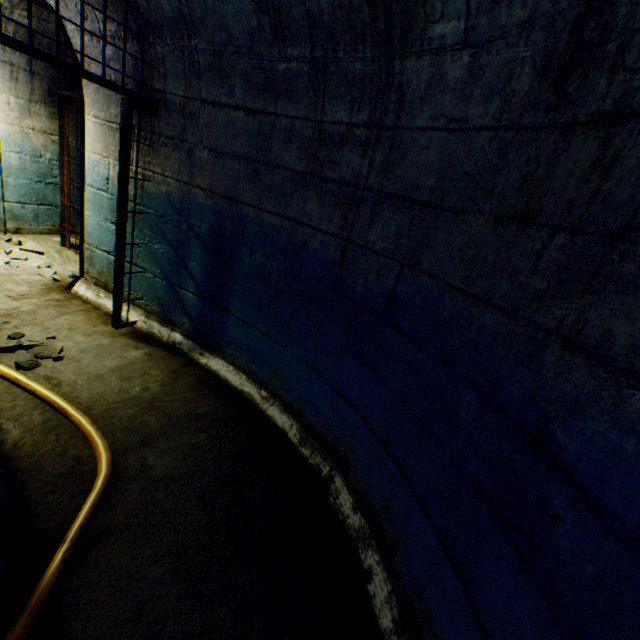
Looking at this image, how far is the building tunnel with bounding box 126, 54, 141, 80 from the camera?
2.76m

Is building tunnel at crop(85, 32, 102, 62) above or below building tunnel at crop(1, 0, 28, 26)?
below

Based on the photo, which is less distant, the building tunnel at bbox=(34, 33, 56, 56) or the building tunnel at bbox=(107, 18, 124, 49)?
the building tunnel at bbox=(107, 18, 124, 49)

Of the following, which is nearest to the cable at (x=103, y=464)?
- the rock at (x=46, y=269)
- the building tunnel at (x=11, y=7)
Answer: the building tunnel at (x=11, y=7)

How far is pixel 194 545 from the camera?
1.7m

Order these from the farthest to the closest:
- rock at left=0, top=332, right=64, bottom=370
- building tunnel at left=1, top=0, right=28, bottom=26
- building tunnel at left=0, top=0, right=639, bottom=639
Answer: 1. building tunnel at left=1, top=0, right=28, bottom=26
2. rock at left=0, top=332, right=64, bottom=370
3. building tunnel at left=0, top=0, right=639, bottom=639

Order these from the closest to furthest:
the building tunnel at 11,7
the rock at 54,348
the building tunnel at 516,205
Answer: the building tunnel at 516,205 < the rock at 54,348 < the building tunnel at 11,7

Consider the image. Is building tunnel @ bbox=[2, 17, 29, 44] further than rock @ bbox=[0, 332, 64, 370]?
Yes
